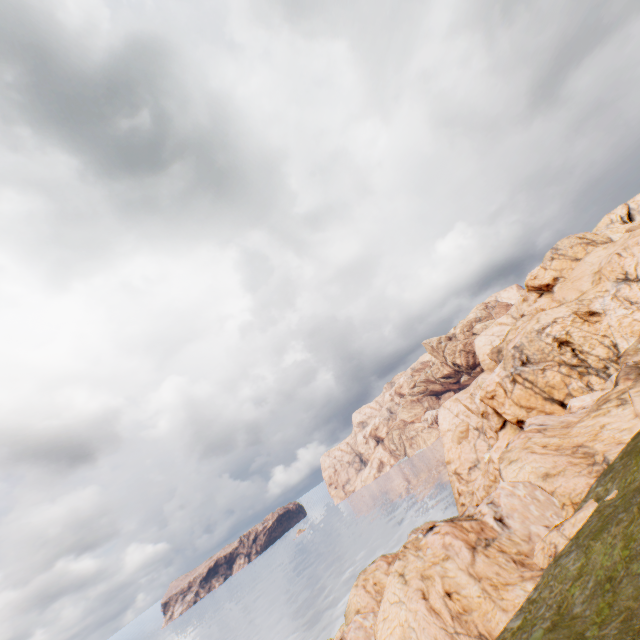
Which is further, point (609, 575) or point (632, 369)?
point (632, 369)
